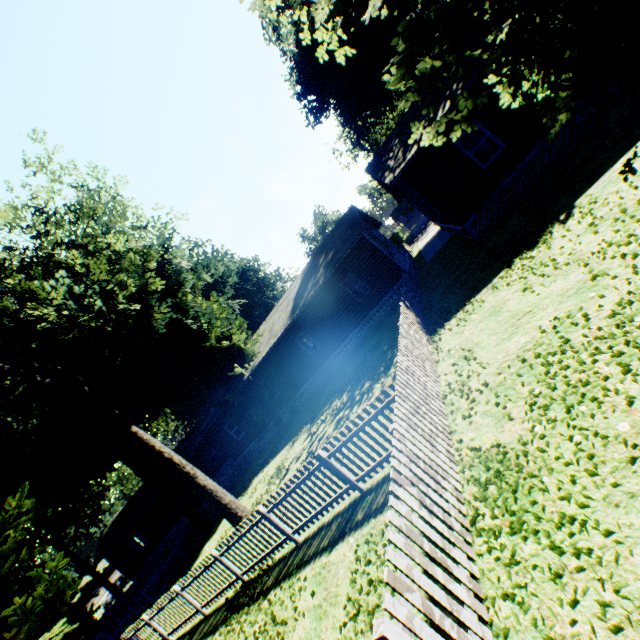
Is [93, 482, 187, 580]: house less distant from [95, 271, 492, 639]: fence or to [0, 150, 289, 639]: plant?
[0, 150, 289, 639]: plant

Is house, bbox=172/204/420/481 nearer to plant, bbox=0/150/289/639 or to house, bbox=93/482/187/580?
plant, bbox=0/150/289/639

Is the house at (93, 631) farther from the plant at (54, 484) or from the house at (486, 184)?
→ the house at (486, 184)

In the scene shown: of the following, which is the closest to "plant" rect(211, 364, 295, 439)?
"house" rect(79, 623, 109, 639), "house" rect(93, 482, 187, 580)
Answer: "house" rect(93, 482, 187, 580)

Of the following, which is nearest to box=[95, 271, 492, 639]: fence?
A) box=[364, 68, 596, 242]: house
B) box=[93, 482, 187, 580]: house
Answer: box=[364, 68, 596, 242]: house

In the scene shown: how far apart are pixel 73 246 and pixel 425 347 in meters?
20.0 m

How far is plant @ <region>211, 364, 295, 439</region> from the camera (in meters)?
21.94
